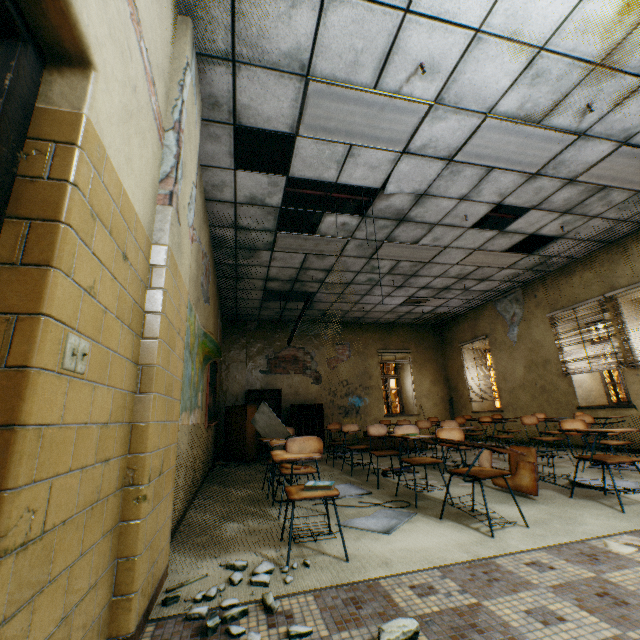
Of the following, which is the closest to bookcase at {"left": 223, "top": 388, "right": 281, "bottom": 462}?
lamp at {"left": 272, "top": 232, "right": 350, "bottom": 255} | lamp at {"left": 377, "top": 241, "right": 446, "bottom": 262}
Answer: lamp at {"left": 272, "top": 232, "right": 350, "bottom": 255}

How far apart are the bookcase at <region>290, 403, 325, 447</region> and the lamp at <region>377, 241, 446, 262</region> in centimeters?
491cm

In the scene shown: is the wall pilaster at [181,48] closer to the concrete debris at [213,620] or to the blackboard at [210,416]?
the concrete debris at [213,620]

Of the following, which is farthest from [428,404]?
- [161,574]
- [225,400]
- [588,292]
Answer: [161,574]

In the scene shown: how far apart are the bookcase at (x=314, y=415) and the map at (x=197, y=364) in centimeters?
470cm

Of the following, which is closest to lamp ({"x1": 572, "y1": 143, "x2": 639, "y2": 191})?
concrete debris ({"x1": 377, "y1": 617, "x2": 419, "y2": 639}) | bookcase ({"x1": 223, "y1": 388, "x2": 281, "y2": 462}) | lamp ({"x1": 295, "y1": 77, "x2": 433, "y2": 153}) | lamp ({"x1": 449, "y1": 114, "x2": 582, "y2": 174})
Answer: lamp ({"x1": 449, "y1": 114, "x2": 582, "y2": 174})

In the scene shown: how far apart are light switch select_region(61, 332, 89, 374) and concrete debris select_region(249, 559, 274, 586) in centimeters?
151cm

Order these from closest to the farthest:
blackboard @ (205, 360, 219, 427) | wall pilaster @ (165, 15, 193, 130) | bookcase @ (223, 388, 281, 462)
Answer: wall pilaster @ (165, 15, 193, 130) < blackboard @ (205, 360, 219, 427) < bookcase @ (223, 388, 281, 462)
